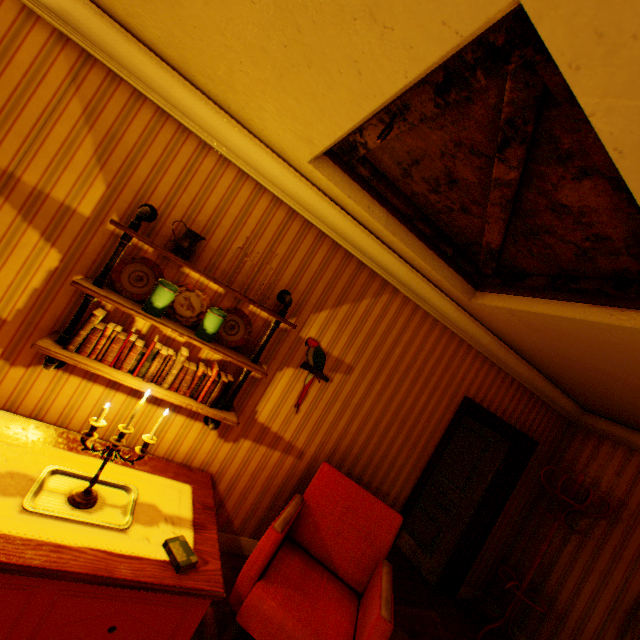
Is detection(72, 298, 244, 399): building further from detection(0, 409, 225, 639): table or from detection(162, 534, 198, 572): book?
detection(162, 534, 198, 572): book

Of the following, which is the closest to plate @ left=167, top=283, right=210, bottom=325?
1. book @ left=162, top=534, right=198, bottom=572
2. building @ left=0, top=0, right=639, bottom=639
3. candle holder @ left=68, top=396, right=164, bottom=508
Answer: building @ left=0, top=0, right=639, bottom=639

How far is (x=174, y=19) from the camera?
1.7 meters

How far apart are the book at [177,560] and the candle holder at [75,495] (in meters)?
0.50

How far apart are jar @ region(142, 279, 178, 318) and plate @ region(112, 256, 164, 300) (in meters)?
0.14

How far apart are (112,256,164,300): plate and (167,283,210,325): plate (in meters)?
0.06

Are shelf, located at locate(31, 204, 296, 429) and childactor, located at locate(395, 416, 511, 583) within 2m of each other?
no

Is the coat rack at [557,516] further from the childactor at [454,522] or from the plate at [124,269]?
the plate at [124,269]
